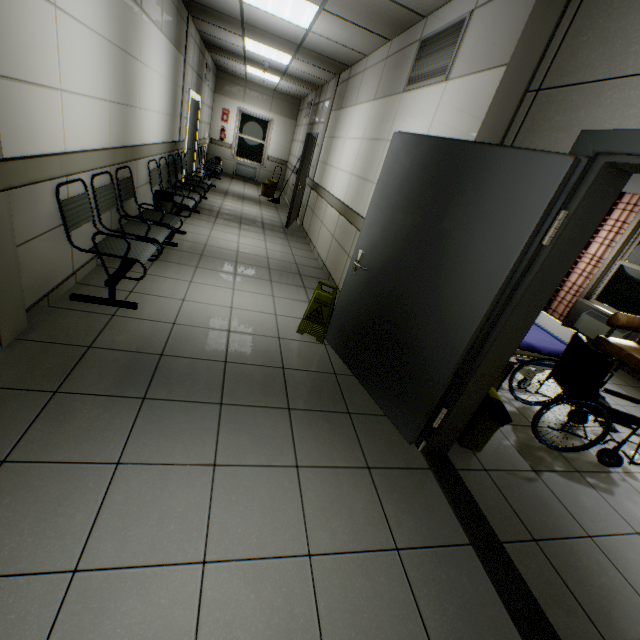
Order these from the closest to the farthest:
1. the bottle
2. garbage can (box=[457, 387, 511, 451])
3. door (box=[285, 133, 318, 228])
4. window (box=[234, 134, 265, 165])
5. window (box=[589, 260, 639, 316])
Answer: garbage can (box=[457, 387, 511, 451]) < window (box=[589, 260, 639, 316]) < door (box=[285, 133, 318, 228]) < the bottle < window (box=[234, 134, 265, 165])

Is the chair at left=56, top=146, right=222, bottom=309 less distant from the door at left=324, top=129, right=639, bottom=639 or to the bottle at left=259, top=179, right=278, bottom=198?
the door at left=324, top=129, right=639, bottom=639

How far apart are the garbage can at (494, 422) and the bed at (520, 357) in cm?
65

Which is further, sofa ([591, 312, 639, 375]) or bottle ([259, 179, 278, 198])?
bottle ([259, 179, 278, 198])

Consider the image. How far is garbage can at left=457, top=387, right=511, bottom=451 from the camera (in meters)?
2.40

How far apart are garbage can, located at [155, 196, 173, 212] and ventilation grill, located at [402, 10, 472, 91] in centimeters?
337cm

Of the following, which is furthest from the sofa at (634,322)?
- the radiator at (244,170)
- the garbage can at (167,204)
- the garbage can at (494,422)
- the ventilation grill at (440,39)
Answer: the radiator at (244,170)

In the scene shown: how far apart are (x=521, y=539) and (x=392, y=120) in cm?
424
